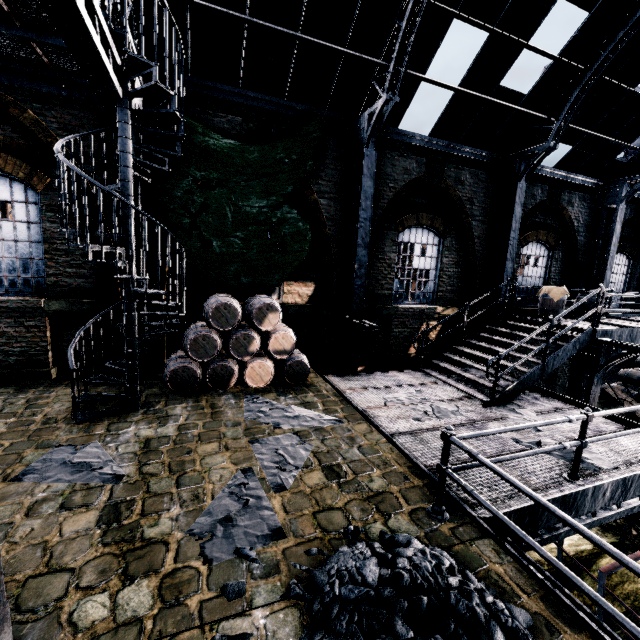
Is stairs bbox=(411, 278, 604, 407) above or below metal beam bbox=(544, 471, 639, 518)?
above

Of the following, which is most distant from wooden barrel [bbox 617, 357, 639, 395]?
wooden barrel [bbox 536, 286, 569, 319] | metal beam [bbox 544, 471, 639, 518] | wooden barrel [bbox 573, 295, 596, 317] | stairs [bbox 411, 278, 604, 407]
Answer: metal beam [bbox 544, 471, 639, 518]

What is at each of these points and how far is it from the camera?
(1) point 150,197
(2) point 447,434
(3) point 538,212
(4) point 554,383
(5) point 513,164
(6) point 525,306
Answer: (1) building, 8.1m
(2) metal railing, 4.1m
(3) building, 13.2m
(4) building, 15.2m
(5) truss, 11.3m
(6) building, 14.1m

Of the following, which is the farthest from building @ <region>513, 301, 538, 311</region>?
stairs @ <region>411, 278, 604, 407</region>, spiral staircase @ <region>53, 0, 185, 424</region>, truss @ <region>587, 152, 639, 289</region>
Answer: spiral staircase @ <region>53, 0, 185, 424</region>

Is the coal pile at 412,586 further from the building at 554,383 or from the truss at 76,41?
the building at 554,383

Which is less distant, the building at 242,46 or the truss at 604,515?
the truss at 604,515

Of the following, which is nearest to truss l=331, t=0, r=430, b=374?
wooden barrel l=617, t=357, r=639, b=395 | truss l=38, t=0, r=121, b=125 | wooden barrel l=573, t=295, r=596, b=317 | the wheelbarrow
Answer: truss l=38, t=0, r=121, b=125

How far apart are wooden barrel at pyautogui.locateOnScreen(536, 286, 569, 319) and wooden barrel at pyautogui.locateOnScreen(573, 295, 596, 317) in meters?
1.4
